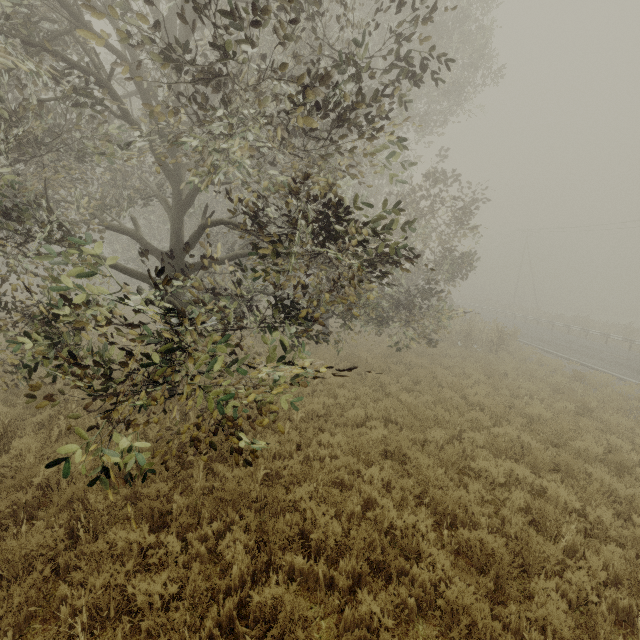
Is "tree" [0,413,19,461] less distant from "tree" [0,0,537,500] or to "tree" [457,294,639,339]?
"tree" [0,0,537,500]

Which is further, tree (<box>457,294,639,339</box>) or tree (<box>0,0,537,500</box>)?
tree (<box>457,294,639,339</box>)

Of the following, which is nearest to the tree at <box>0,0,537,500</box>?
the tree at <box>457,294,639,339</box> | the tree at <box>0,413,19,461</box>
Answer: the tree at <box>0,413,19,461</box>

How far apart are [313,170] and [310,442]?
8.6m

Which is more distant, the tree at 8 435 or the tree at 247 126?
the tree at 8 435

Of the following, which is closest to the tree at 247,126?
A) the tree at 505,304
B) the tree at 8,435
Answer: the tree at 8,435
